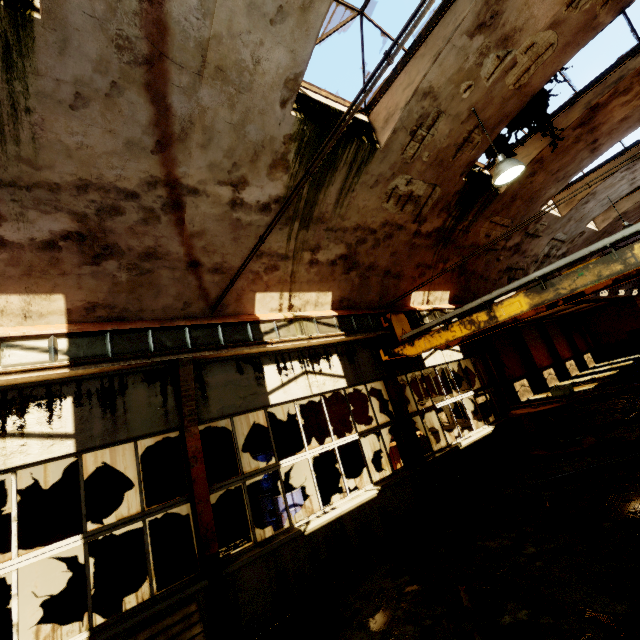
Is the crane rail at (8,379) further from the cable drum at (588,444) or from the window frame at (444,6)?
the cable drum at (588,444)

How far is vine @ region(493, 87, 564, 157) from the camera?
6.59m

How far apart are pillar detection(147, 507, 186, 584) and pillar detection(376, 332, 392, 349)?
6.0 meters

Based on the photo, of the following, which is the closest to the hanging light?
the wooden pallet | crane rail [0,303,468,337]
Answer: crane rail [0,303,468,337]

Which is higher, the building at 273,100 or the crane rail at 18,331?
the building at 273,100

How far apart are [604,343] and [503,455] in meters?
31.9 m

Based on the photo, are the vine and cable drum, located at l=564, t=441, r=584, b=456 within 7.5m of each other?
yes

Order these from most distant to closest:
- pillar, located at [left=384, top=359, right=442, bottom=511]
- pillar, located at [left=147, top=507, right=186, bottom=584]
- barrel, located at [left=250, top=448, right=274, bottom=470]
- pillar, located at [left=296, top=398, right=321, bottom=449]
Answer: pillar, located at [left=296, top=398, right=321, bottom=449] → barrel, located at [left=250, top=448, right=274, bottom=470] → pillar, located at [left=147, top=507, right=186, bottom=584] → pillar, located at [left=384, top=359, right=442, bottom=511]
